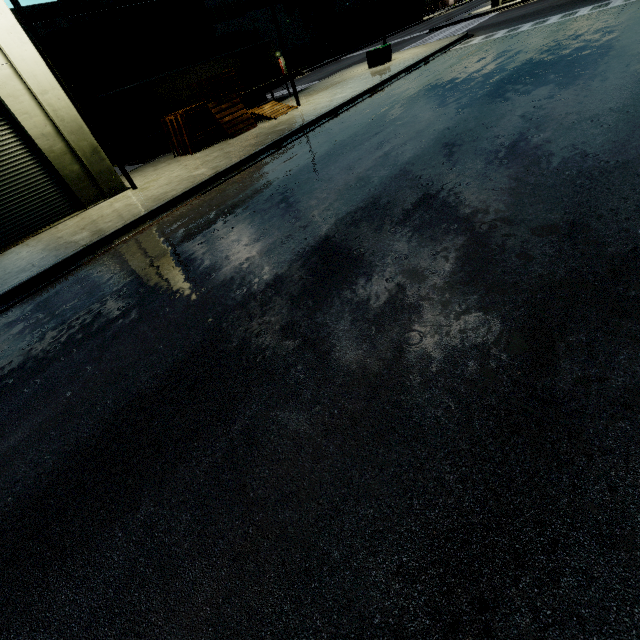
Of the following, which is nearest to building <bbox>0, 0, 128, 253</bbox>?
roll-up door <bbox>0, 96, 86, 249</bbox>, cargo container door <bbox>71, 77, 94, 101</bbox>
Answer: roll-up door <bbox>0, 96, 86, 249</bbox>

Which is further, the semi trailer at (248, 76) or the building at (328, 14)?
the building at (328, 14)

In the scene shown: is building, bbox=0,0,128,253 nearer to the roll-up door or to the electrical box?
the roll-up door

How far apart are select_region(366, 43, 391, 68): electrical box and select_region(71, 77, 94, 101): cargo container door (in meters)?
19.08

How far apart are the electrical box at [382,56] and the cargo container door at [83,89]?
19.08m

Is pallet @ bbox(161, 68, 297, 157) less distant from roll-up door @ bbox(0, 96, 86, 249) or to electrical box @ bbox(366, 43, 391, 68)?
roll-up door @ bbox(0, 96, 86, 249)

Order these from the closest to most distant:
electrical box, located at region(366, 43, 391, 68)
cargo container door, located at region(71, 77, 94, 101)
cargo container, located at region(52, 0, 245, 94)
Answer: cargo container door, located at region(71, 77, 94, 101) → cargo container, located at region(52, 0, 245, 94) → electrical box, located at region(366, 43, 391, 68)

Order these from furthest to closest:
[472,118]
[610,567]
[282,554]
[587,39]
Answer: [587,39], [472,118], [282,554], [610,567]
